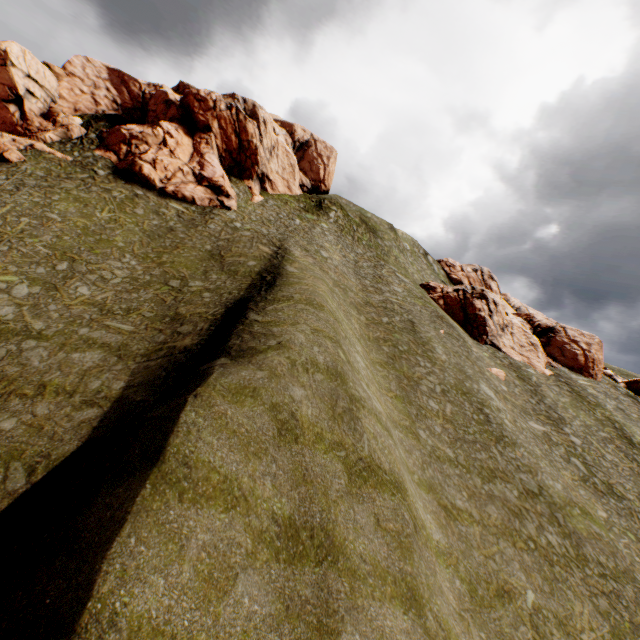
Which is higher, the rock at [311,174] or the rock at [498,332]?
the rock at [311,174]

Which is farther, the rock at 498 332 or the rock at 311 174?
the rock at 498 332

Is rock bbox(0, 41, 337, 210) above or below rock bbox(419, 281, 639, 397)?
above

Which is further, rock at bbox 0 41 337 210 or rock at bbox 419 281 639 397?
rock at bbox 419 281 639 397

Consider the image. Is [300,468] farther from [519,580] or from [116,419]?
[519,580]
